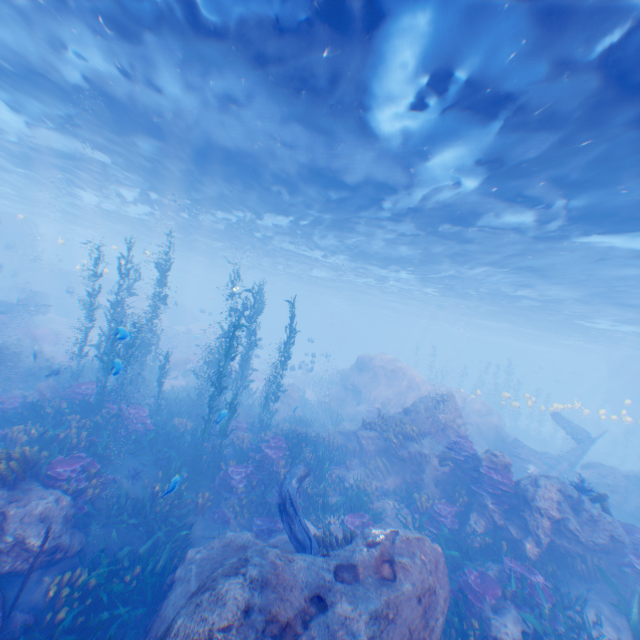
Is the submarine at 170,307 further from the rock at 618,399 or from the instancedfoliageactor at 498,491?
the instancedfoliageactor at 498,491

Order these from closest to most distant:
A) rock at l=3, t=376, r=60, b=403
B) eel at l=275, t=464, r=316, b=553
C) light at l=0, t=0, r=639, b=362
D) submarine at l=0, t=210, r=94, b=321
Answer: light at l=0, t=0, r=639, b=362, eel at l=275, t=464, r=316, b=553, rock at l=3, t=376, r=60, b=403, submarine at l=0, t=210, r=94, b=321

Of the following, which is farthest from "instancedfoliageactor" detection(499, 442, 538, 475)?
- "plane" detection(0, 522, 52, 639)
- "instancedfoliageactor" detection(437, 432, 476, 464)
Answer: "instancedfoliageactor" detection(437, 432, 476, 464)

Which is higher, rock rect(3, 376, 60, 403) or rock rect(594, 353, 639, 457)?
rock rect(594, 353, 639, 457)

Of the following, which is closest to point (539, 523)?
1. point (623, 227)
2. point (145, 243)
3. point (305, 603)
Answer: point (305, 603)

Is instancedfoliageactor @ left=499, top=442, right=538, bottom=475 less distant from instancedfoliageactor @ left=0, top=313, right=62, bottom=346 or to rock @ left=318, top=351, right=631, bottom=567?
rock @ left=318, top=351, right=631, bottom=567

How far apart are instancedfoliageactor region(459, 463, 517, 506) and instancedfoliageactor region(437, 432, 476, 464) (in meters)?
0.46

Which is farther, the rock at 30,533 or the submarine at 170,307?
the submarine at 170,307
